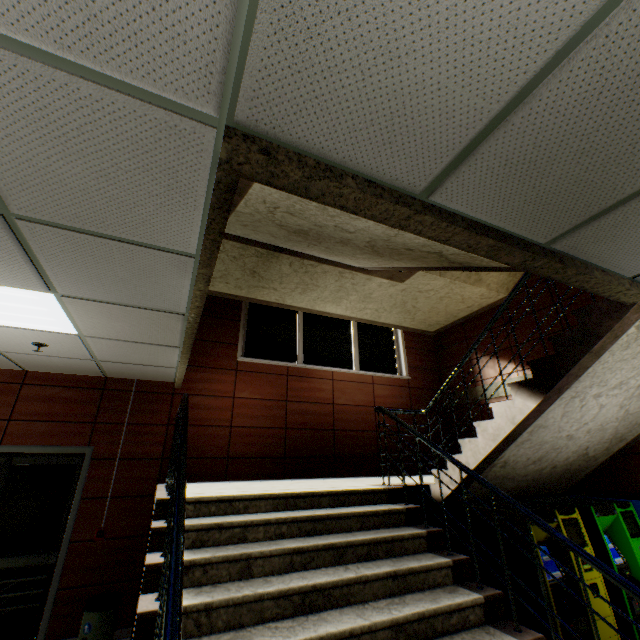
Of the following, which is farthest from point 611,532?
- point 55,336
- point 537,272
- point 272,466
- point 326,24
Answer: point 55,336

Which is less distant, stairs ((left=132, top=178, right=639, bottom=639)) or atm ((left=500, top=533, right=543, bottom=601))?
stairs ((left=132, top=178, right=639, bottom=639))

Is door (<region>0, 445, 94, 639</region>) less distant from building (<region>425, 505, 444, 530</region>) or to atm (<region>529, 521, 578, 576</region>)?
building (<region>425, 505, 444, 530</region>)

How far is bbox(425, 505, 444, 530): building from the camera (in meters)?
4.18

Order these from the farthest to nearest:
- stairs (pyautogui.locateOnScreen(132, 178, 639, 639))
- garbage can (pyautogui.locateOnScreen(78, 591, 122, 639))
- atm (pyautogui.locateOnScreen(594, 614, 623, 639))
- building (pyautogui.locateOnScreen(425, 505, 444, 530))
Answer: building (pyautogui.locateOnScreen(425, 505, 444, 530)) < garbage can (pyautogui.locateOnScreen(78, 591, 122, 639)) < atm (pyautogui.locateOnScreen(594, 614, 623, 639)) < stairs (pyautogui.locateOnScreen(132, 178, 639, 639))

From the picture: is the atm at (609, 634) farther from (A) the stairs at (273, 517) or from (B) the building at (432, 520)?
(B) the building at (432, 520)

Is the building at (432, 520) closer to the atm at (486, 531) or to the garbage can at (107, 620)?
the atm at (486, 531)

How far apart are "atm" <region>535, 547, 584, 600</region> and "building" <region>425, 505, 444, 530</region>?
0.8 meters
